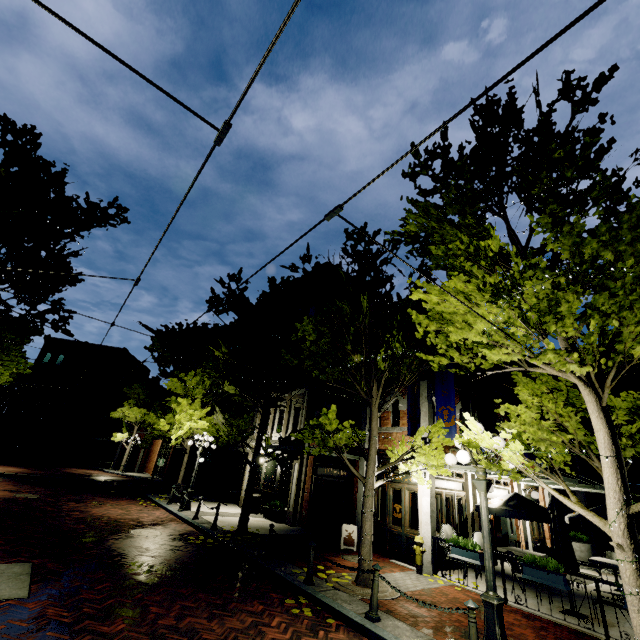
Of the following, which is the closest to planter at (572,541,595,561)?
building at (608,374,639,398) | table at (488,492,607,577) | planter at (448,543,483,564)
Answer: building at (608,374,639,398)

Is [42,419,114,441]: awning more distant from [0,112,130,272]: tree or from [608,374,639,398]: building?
[608,374,639,398]: building

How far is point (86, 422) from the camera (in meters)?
39.78

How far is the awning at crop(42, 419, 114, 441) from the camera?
35.3 meters

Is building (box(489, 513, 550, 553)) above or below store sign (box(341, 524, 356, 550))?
above

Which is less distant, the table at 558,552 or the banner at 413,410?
the table at 558,552

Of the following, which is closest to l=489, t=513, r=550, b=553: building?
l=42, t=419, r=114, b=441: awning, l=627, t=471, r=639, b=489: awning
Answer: l=627, t=471, r=639, b=489: awning

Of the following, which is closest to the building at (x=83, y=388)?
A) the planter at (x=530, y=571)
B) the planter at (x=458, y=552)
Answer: the planter at (x=458, y=552)
